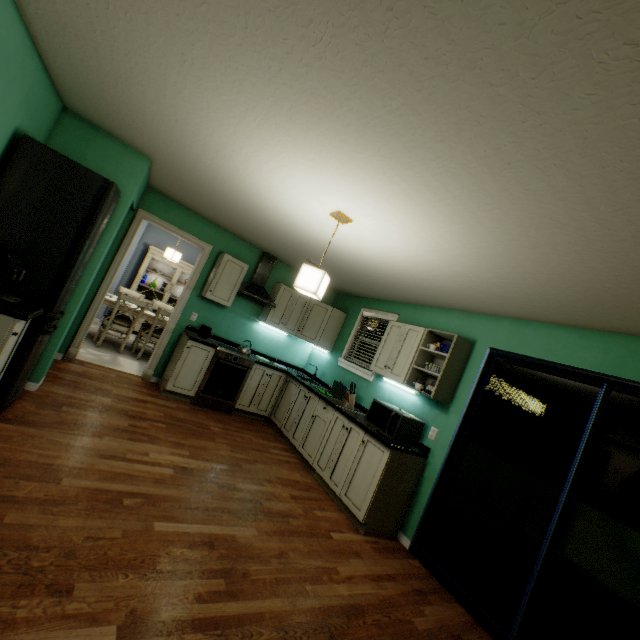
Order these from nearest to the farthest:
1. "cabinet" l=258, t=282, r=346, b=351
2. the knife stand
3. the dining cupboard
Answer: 1. the knife stand
2. "cabinet" l=258, t=282, r=346, b=351
3. the dining cupboard

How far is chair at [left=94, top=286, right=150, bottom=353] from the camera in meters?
5.2

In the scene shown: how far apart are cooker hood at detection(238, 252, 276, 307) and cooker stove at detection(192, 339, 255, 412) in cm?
82

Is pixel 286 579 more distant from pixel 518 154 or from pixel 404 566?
pixel 518 154

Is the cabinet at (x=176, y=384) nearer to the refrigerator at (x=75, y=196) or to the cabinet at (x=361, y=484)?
the cabinet at (x=361, y=484)

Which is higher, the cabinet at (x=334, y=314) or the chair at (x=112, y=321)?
the cabinet at (x=334, y=314)

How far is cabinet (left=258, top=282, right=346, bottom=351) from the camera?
5.2m

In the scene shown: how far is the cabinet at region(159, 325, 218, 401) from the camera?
4.3 meters
